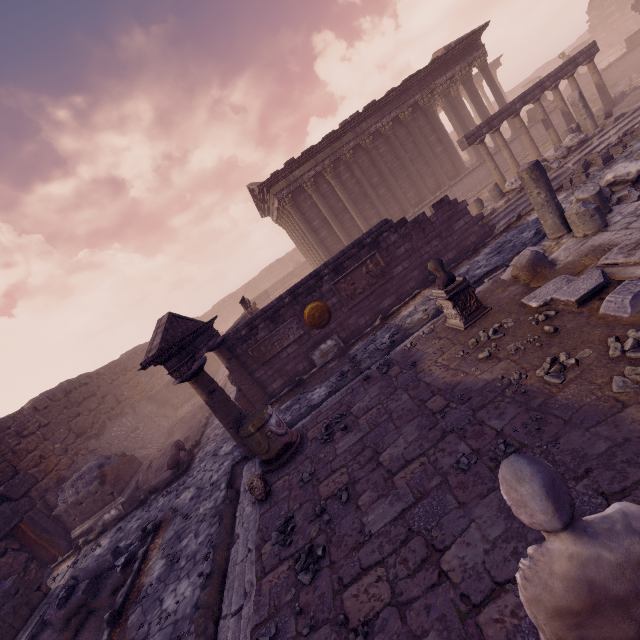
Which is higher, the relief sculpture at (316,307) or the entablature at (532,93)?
the entablature at (532,93)

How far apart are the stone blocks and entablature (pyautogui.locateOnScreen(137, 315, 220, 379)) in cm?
1331

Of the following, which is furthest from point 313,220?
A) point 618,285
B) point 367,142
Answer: point 618,285

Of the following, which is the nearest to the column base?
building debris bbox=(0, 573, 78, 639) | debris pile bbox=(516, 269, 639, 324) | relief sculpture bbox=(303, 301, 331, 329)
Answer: relief sculpture bbox=(303, 301, 331, 329)

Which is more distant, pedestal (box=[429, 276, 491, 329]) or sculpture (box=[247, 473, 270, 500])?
pedestal (box=[429, 276, 491, 329])

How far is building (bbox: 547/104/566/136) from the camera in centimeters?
1970cm

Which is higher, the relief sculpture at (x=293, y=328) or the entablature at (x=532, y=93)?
the entablature at (x=532, y=93)

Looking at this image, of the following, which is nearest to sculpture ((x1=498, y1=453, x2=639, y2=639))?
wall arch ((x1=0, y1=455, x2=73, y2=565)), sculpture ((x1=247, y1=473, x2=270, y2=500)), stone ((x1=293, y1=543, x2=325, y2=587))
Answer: stone ((x1=293, y1=543, x2=325, y2=587))
